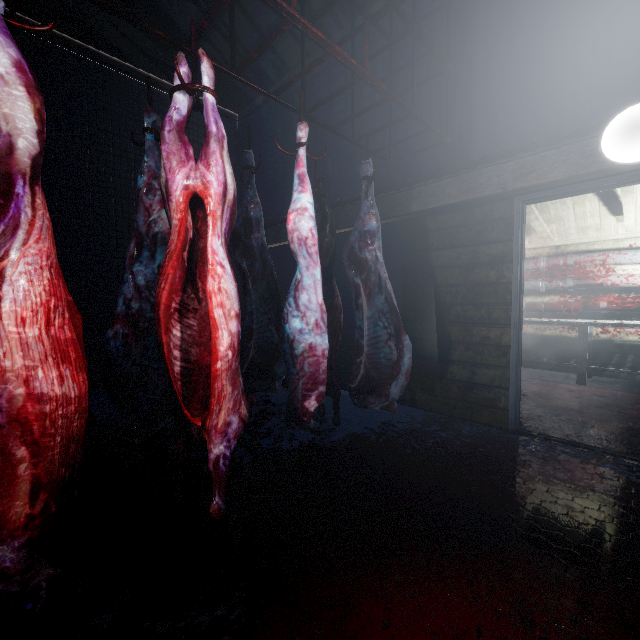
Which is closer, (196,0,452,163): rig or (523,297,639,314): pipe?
(196,0,452,163): rig

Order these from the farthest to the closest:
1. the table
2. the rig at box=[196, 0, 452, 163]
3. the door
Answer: the table < the door < the rig at box=[196, 0, 452, 163]

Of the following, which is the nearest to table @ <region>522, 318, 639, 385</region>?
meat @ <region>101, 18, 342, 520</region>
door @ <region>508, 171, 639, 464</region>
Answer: door @ <region>508, 171, 639, 464</region>

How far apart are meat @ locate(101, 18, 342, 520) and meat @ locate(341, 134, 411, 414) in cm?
17

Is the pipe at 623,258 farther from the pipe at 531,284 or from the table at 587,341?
the table at 587,341

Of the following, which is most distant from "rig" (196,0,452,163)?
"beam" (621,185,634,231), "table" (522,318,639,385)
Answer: "table" (522,318,639,385)

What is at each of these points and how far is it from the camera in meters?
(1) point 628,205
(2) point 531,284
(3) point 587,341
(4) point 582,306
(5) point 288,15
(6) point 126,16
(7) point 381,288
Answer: (1) beam, 3.7 m
(2) pipe, 5.1 m
(3) table, 4.2 m
(4) pipe, 4.7 m
(5) rig, 1.3 m
(6) rig, 1.3 m
(7) meat, 2.3 m

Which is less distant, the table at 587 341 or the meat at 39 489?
the meat at 39 489
